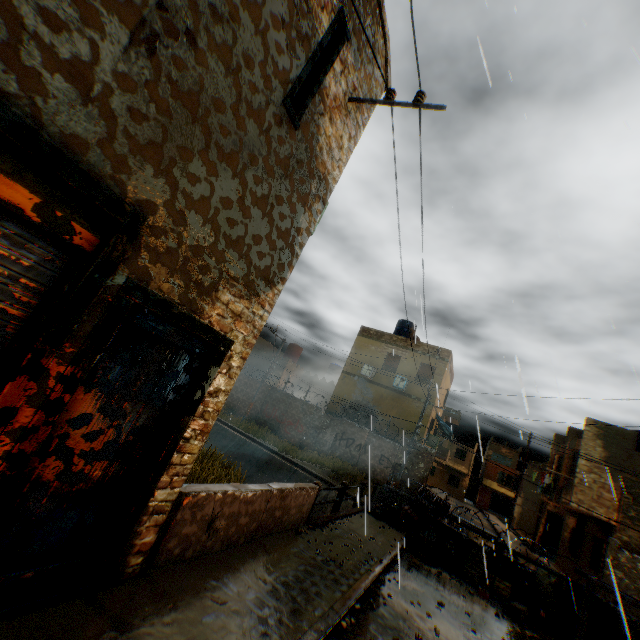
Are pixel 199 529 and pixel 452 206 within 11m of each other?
yes

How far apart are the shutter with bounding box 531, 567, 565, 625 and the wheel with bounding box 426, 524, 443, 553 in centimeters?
172cm

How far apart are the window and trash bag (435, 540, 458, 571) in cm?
4911

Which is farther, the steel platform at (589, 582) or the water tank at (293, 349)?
the water tank at (293, 349)

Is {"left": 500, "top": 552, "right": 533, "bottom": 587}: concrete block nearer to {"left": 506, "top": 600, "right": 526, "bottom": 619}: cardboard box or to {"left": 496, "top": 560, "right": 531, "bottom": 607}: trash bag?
{"left": 496, "top": 560, "right": 531, "bottom": 607}: trash bag

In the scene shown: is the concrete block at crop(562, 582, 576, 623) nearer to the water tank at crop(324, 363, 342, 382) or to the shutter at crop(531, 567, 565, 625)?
the shutter at crop(531, 567, 565, 625)

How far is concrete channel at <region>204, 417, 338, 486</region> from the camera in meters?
17.4 m

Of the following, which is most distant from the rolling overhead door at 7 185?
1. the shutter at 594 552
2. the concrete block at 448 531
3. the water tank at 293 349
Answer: the water tank at 293 349
